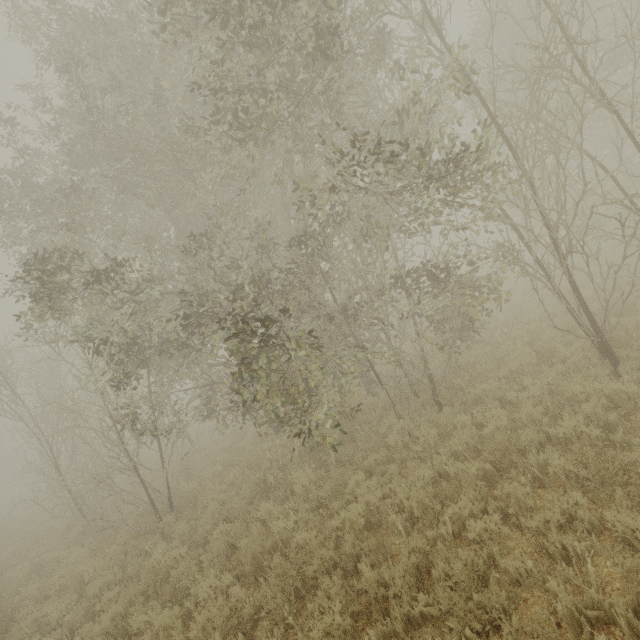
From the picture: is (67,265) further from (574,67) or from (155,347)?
(574,67)
